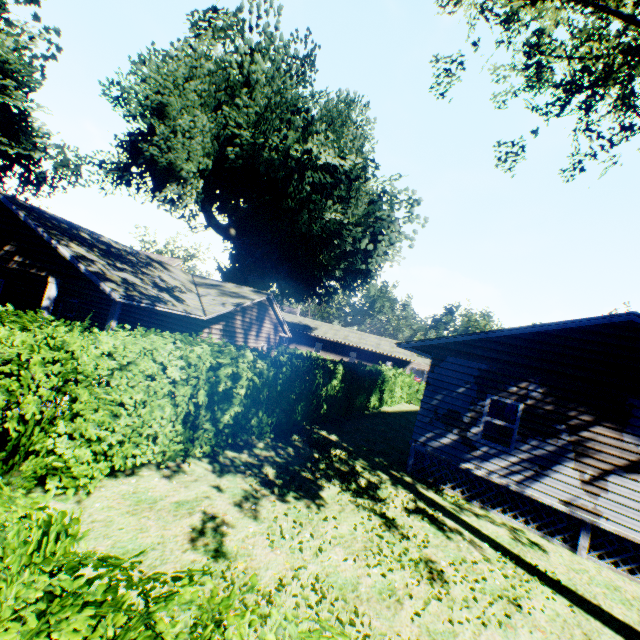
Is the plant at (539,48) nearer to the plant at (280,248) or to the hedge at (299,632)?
the plant at (280,248)

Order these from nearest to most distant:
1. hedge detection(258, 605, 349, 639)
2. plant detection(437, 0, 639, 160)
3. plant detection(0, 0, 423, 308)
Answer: hedge detection(258, 605, 349, 639) → plant detection(437, 0, 639, 160) → plant detection(0, 0, 423, 308)

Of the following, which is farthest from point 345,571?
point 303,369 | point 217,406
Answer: point 303,369

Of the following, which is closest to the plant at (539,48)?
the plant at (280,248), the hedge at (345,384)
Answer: Answer: the plant at (280,248)

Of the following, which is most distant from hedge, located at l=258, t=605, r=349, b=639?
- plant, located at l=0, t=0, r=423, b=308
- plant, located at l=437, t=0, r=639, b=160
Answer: plant, located at l=437, t=0, r=639, b=160

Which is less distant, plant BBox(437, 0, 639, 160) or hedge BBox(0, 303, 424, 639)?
hedge BBox(0, 303, 424, 639)
